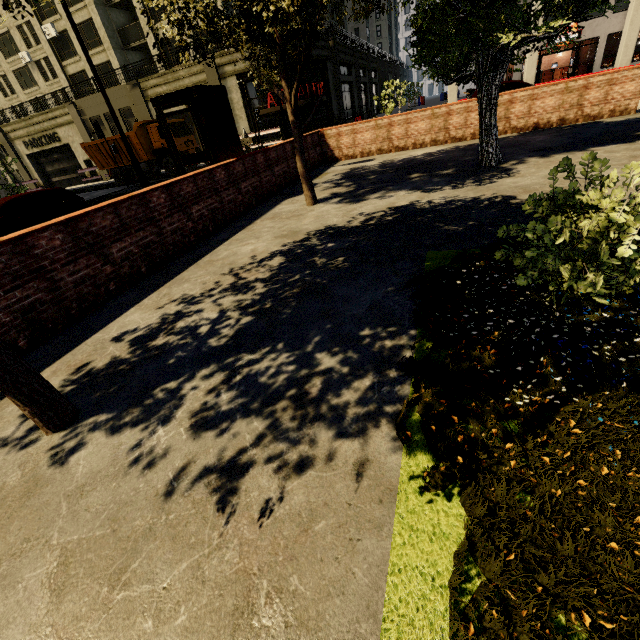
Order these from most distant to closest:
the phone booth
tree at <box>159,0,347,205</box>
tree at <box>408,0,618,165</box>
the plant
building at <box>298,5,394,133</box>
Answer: building at <box>298,5,394,133</box>
the phone booth
tree at <box>408,0,618,165</box>
tree at <box>159,0,347,205</box>
the plant

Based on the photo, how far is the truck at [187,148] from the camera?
21.7m

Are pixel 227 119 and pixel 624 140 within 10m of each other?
yes

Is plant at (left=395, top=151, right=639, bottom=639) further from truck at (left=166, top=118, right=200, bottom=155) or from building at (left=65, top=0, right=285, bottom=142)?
building at (left=65, top=0, right=285, bottom=142)

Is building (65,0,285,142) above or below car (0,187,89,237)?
above

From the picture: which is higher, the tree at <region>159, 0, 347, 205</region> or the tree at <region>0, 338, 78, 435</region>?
the tree at <region>159, 0, 347, 205</region>

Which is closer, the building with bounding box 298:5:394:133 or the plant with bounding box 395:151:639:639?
the plant with bounding box 395:151:639:639

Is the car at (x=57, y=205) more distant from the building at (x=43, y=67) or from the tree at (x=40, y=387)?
the building at (x=43, y=67)
